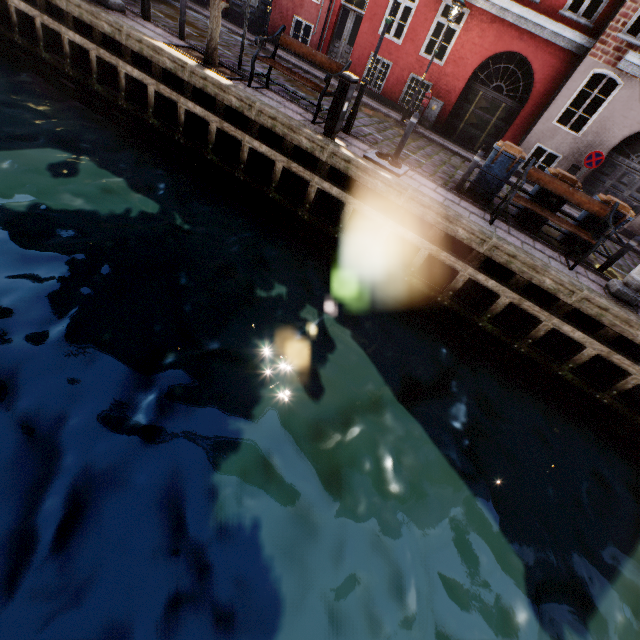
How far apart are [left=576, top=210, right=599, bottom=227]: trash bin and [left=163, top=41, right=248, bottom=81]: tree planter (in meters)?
9.30

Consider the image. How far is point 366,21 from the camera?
13.5m

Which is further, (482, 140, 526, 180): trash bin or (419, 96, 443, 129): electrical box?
(419, 96, 443, 129): electrical box

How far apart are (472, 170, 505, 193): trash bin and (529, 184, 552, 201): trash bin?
0.5m

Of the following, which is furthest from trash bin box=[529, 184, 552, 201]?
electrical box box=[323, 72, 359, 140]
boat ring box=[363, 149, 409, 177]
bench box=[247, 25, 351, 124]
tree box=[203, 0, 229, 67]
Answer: bench box=[247, 25, 351, 124]

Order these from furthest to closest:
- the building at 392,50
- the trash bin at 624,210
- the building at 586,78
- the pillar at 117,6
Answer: the building at 392,50
the building at 586,78
the pillar at 117,6
the trash bin at 624,210

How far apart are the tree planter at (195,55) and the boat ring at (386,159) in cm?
399

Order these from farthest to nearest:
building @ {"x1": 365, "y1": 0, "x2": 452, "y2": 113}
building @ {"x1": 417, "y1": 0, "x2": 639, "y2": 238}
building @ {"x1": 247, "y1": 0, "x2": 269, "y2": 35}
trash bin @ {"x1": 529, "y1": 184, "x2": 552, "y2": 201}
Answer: building @ {"x1": 247, "y1": 0, "x2": 269, "y2": 35} < building @ {"x1": 365, "y1": 0, "x2": 452, "y2": 113} < building @ {"x1": 417, "y1": 0, "x2": 639, "y2": 238} < trash bin @ {"x1": 529, "y1": 184, "x2": 552, "y2": 201}
